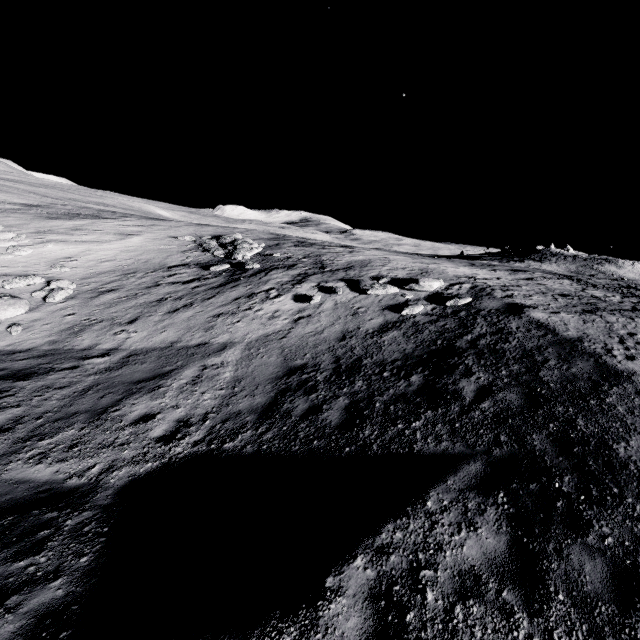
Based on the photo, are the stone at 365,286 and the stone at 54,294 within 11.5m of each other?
no

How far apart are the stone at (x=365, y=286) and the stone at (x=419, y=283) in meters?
0.3

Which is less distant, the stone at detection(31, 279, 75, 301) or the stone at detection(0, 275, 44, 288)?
the stone at detection(31, 279, 75, 301)

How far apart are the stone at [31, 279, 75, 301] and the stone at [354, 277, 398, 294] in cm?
1369

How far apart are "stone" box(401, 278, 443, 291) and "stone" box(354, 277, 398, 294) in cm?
25

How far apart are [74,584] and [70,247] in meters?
21.9

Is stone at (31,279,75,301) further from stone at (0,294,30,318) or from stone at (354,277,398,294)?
stone at (354,277,398,294)

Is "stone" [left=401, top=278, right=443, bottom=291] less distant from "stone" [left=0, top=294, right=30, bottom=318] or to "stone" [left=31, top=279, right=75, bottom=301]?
"stone" [left=31, top=279, right=75, bottom=301]
